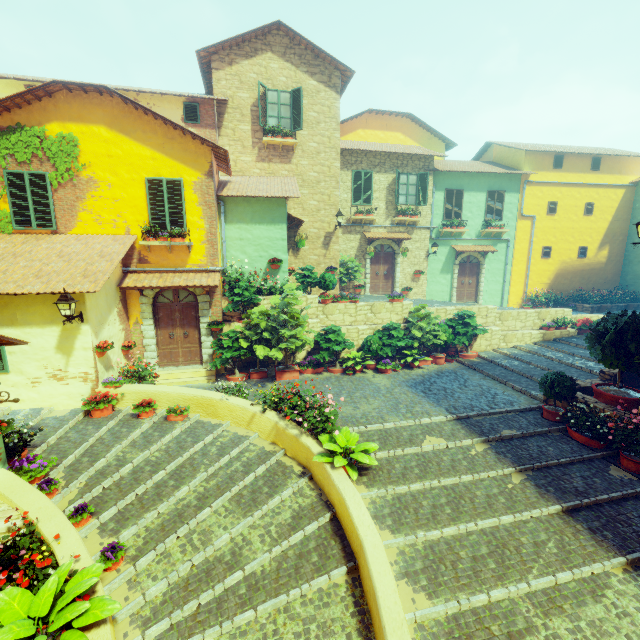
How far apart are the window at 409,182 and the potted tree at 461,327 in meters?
6.5 m

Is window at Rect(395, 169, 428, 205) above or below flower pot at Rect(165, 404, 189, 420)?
above

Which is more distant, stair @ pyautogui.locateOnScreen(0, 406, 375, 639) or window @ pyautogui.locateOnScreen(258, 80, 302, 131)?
window @ pyautogui.locateOnScreen(258, 80, 302, 131)

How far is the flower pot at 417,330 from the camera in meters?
12.0 m

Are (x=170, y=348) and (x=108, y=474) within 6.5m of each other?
yes

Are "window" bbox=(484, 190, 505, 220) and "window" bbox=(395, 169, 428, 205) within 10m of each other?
yes

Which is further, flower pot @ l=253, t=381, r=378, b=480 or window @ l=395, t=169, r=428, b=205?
window @ l=395, t=169, r=428, b=205

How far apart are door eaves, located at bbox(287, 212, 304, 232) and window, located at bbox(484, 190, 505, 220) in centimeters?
1092cm
